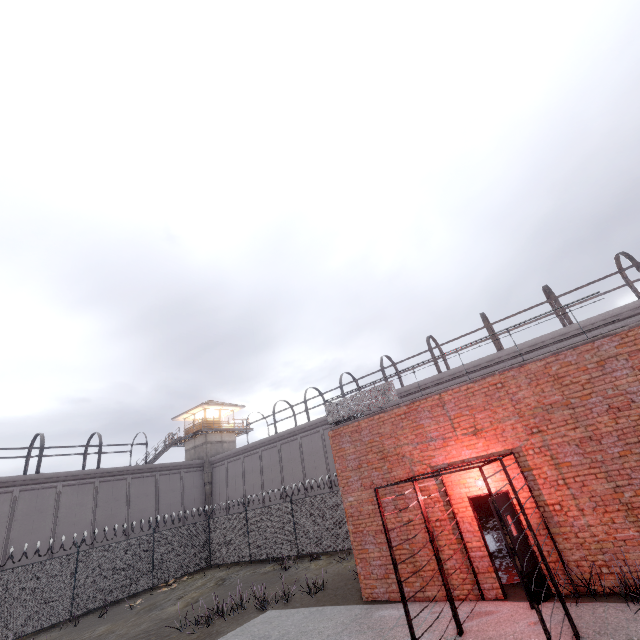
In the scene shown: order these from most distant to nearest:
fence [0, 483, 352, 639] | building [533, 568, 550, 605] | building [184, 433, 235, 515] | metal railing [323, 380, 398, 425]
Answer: building [184, 433, 235, 515]
fence [0, 483, 352, 639]
metal railing [323, 380, 398, 425]
building [533, 568, 550, 605]

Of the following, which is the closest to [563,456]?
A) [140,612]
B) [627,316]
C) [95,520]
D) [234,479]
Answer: [627,316]

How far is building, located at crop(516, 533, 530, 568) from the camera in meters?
7.3 m

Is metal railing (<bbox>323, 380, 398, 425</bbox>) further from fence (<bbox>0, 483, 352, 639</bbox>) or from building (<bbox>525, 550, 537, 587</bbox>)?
building (<bbox>525, 550, 537, 587</bbox>)

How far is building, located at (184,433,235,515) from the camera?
32.81m

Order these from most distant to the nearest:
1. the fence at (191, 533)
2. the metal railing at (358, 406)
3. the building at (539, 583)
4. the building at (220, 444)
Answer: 1. the building at (220, 444)
2. the fence at (191, 533)
3. the metal railing at (358, 406)
4. the building at (539, 583)

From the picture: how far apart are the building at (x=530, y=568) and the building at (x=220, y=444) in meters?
31.7 m

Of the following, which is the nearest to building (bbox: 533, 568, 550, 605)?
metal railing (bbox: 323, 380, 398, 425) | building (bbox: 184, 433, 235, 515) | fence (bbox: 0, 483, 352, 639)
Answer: metal railing (bbox: 323, 380, 398, 425)
